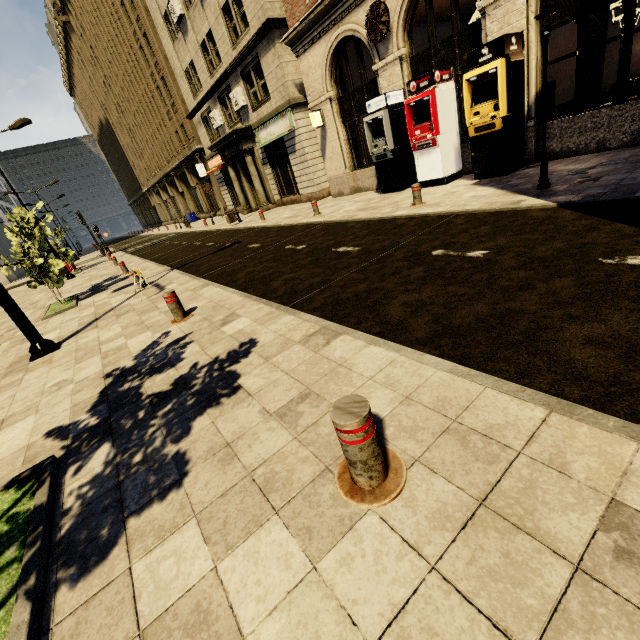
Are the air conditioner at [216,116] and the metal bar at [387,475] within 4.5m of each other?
no

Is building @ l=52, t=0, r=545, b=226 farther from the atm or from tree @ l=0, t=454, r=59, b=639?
tree @ l=0, t=454, r=59, b=639

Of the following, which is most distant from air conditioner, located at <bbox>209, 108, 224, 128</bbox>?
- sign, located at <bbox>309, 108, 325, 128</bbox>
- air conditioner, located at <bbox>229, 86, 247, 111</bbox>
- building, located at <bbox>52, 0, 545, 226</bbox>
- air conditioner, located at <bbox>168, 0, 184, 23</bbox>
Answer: sign, located at <bbox>309, 108, 325, 128</bbox>

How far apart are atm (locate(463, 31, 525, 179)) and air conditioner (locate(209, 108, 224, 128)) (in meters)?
18.22

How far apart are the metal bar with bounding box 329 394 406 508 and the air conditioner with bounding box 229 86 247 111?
21.88m

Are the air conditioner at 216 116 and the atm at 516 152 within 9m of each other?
no

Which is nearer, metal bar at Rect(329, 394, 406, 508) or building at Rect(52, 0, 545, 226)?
metal bar at Rect(329, 394, 406, 508)

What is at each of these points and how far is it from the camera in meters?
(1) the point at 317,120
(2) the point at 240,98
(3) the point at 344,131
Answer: (1) sign, 14.7
(2) air conditioner, 18.7
(3) building, 14.7
